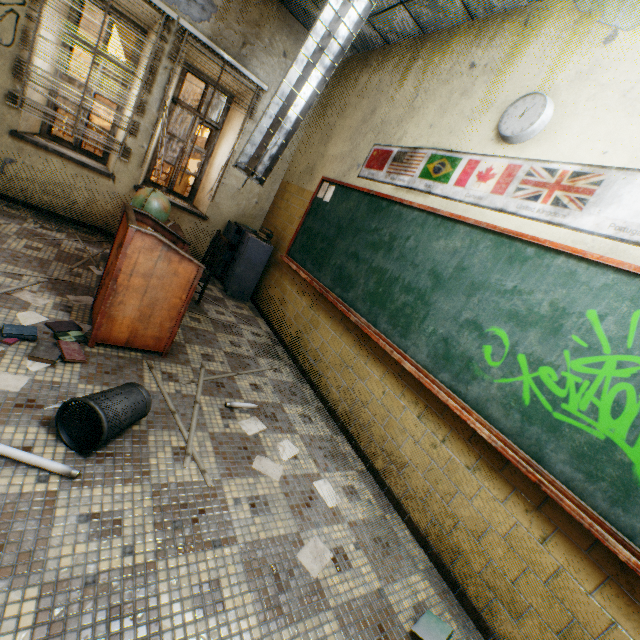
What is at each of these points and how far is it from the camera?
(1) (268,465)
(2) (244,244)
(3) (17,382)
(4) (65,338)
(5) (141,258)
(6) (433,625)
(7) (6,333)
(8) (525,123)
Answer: (1) paper, 2.3m
(2) cabinet, 4.9m
(3) paper, 1.9m
(4) book, 2.4m
(5) podium, 2.3m
(6) book, 1.7m
(7) book, 2.1m
(8) clock, 2.4m

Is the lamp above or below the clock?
below

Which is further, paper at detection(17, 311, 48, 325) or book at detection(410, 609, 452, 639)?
paper at detection(17, 311, 48, 325)

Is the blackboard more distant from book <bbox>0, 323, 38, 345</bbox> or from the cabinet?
book <bbox>0, 323, 38, 345</bbox>

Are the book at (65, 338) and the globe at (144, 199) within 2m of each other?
yes

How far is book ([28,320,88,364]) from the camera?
2.1 meters

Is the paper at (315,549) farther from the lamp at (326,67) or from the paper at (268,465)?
the lamp at (326,67)

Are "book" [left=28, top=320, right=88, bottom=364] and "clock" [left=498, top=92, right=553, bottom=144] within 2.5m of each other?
no
